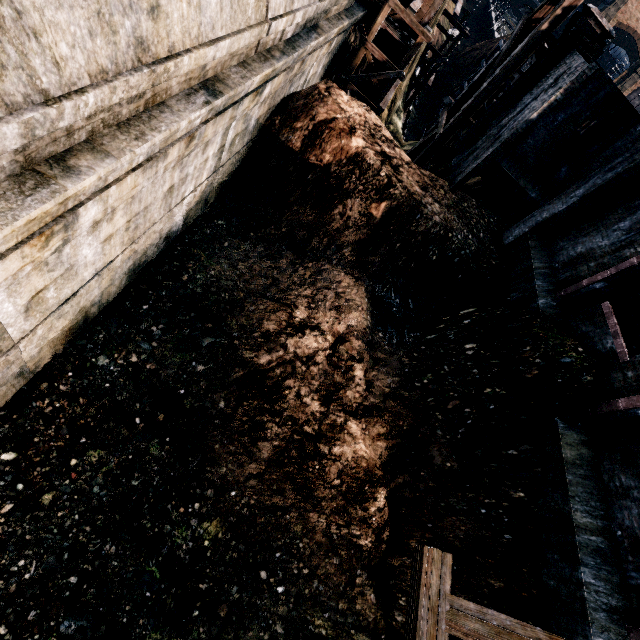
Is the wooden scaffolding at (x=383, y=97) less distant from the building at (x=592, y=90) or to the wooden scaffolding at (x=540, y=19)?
the wooden scaffolding at (x=540, y=19)

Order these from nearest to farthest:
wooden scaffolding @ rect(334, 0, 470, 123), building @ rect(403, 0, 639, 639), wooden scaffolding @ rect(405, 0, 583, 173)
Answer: building @ rect(403, 0, 639, 639) → wooden scaffolding @ rect(405, 0, 583, 173) → wooden scaffolding @ rect(334, 0, 470, 123)

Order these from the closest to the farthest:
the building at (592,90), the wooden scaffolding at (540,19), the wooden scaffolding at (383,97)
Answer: the building at (592,90), the wooden scaffolding at (540,19), the wooden scaffolding at (383,97)

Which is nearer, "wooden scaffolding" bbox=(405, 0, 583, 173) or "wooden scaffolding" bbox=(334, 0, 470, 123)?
"wooden scaffolding" bbox=(405, 0, 583, 173)

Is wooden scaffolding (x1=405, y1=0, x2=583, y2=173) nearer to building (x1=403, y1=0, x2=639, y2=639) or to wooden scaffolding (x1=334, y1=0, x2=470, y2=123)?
building (x1=403, y1=0, x2=639, y2=639)

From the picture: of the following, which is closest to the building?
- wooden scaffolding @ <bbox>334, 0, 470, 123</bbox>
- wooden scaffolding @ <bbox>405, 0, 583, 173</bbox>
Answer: wooden scaffolding @ <bbox>405, 0, 583, 173</bbox>

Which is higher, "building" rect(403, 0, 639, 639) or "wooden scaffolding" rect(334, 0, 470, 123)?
"building" rect(403, 0, 639, 639)

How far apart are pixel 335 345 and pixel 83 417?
7.4m
